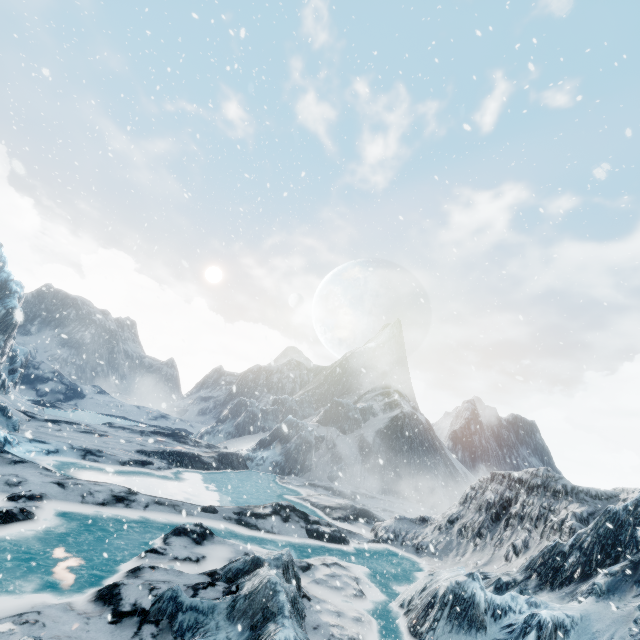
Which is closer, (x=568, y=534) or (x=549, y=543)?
(x=549, y=543)
